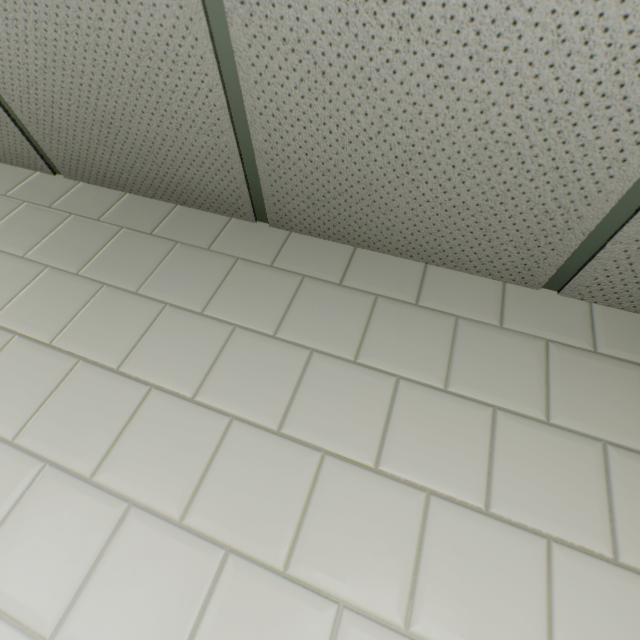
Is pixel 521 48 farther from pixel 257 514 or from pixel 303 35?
pixel 257 514
